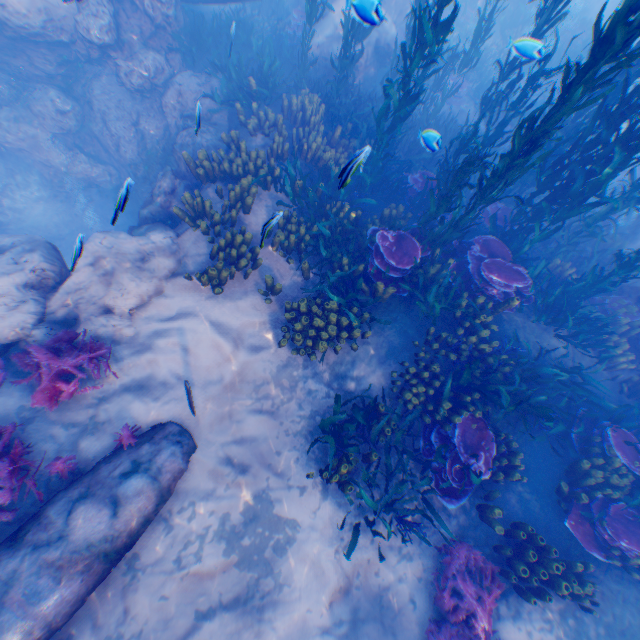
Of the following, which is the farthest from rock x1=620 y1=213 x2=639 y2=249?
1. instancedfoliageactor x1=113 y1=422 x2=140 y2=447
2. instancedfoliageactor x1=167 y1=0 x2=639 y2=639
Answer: instancedfoliageactor x1=113 y1=422 x2=140 y2=447

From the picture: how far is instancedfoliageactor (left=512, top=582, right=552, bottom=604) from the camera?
5.0m

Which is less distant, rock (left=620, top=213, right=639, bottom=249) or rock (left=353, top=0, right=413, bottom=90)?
rock (left=620, top=213, right=639, bottom=249)

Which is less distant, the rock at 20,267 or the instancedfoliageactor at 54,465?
the instancedfoliageactor at 54,465

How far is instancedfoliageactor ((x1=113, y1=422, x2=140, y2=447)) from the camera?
5.2m

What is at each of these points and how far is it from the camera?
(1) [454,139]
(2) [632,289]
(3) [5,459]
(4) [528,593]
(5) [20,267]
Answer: (1) instancedfoliageactor, 7.2 meters
(2) rock, 8.5 meters
(3) instancedfoliageactor, 4.7 meters
(4) instancedfoliageactor, 5.2 meters
(5) rock, 6.0 meters

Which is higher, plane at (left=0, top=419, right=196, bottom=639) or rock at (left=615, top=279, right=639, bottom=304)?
rock at (left=615, top=279, right=639, bottom=304)

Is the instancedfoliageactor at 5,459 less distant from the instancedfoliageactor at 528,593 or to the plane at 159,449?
the plane at 159,449
